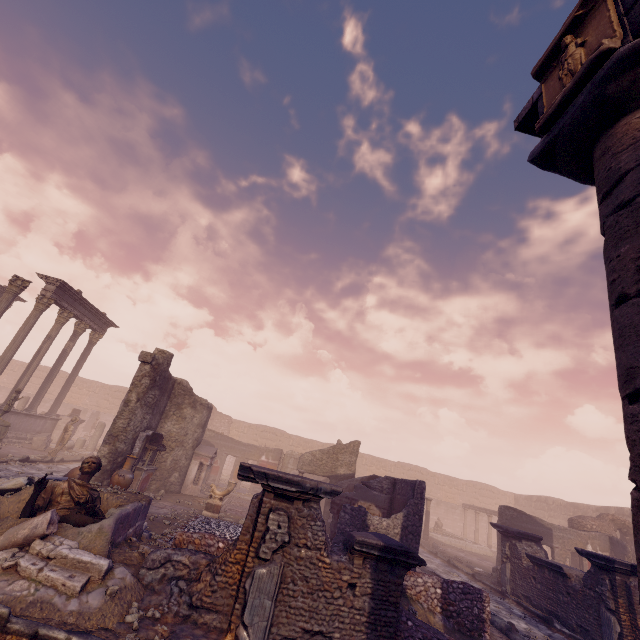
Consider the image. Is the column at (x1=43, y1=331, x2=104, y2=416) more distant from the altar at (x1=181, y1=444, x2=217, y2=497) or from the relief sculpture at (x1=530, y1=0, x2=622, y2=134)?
the relief sculpture at (x1=530, y1=0, x2=622, y2=134)

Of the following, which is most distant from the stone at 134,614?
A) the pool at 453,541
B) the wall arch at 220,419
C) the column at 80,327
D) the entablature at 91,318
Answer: the wall arch at 220,419

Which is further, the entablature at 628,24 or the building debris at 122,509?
the building debris at 122,509

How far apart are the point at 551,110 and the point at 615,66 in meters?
0.6

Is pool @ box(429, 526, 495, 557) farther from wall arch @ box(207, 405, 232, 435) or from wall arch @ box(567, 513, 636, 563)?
wall arch @ box(207, 405, 232, 435)

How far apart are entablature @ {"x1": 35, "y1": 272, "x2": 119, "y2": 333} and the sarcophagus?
6.4 meters

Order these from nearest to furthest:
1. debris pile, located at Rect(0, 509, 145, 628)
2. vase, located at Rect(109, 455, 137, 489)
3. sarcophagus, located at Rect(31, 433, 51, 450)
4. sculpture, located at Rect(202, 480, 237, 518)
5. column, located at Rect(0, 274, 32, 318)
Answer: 1. debris pile, located at Rect(0, 509, 145, 628)
2. vase, located at Rect(109, 455, 137, 489)
3. sculpture, located at Rect(202, 480, 237, 518)
4. column, located at Rect(0, 274, 32, 318)
5. sarcophagus, located at Rect(31, 433, 51, 450)

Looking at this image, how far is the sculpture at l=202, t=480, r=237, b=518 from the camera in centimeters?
1162cm
